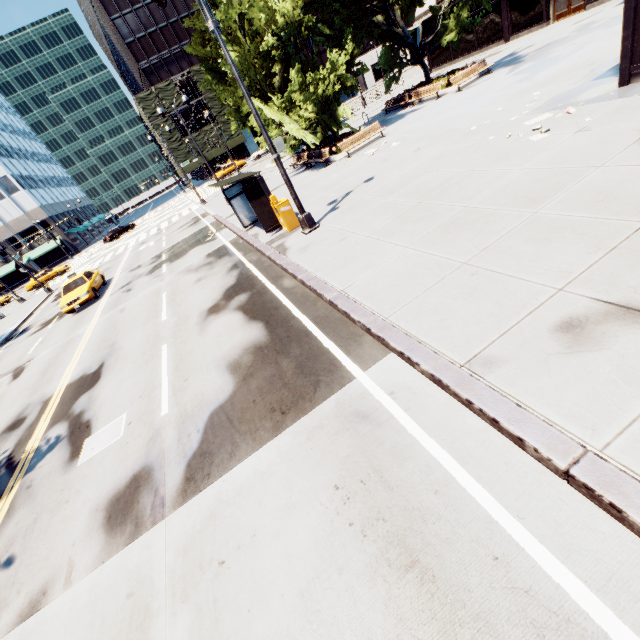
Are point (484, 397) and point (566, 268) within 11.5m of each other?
yes

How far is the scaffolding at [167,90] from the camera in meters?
52.8 m

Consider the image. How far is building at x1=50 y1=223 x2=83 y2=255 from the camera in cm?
5628

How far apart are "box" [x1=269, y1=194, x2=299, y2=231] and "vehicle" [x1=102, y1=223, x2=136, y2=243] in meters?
43.9 m

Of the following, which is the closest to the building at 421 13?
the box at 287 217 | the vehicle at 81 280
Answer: the box at 287 217

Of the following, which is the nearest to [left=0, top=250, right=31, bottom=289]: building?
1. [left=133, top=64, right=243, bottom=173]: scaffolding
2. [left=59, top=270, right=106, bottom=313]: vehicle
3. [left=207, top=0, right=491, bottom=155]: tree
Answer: [left=207, top=0, right=491, bottom=155]: tree

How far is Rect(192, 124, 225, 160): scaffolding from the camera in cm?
5716
